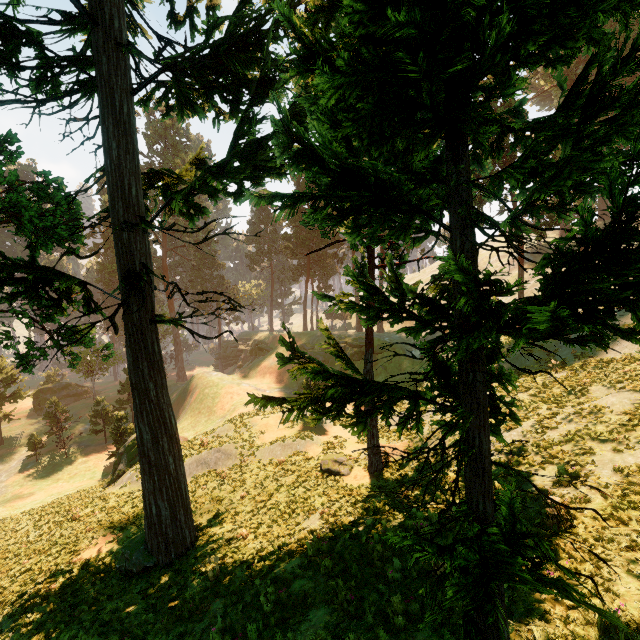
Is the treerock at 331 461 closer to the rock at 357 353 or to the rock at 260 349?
the rock at 260 349

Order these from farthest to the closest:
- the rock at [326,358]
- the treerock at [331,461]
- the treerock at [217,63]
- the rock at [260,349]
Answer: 1. the rock at [260,349]
2. the rock at [326,358]
3. the treerock at [331,461]
4. the treerock at [217,63]

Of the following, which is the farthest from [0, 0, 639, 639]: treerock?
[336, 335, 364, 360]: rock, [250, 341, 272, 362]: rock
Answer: [336, 335, 364, 360]: rock

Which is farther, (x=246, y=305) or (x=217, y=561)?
(x=246, y=305)

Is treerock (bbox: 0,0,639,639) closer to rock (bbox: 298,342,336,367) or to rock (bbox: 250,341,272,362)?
rock (bbox: 250,341,272,362)

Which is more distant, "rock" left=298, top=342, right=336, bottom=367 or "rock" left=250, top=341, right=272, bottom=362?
"rock" left=250, top=341, right=272, bottom=362

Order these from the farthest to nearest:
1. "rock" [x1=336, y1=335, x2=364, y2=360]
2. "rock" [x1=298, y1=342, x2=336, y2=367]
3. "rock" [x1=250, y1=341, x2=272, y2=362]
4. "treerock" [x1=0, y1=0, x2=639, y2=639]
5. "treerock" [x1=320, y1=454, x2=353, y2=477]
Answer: "rock" [x1=250, y1=341, x2=272, y2=362]
"rock" [x1=298, y1=342, x2=336, y2=367]
"rock" [x1=336, y1=335, x2=364, y2=360]
"treerock" [x1=320, y1=454, x2=353, y2=477]
"treerock" [x1=0, y1=0, x2=639, y2=639]
